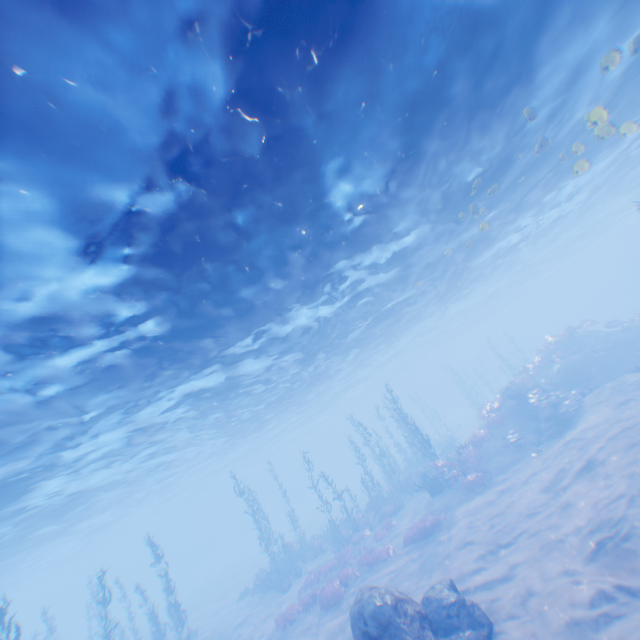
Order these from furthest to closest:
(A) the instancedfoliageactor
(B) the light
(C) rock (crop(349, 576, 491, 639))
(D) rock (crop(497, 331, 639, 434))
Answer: (D) rock (crop(497, 331, 639, 434)) < (A) the instancedfoliageactor < (C) rock (crop(349, 576, 491, 639)) < (B) the light

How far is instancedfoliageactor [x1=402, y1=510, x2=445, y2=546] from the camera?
17.1 meters

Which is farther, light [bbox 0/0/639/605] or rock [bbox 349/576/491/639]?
rock [bbox 349/576/491/639]

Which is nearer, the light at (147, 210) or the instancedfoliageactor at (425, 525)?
the light at (147, 210)

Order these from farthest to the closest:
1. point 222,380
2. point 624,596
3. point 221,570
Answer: point 221,570 < point 222,380 < point 624,596

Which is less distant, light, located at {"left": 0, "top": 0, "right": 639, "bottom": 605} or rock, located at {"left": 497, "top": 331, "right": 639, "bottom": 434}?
light, located at {"left": 0, "top": 0, "right": 639, "bottom": 605}

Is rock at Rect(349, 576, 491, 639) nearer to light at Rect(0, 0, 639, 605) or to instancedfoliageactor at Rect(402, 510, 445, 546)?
instancedfoliageactor at Rect(402, 510, 445, 546)

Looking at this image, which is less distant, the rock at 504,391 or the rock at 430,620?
the rock at 430,620
